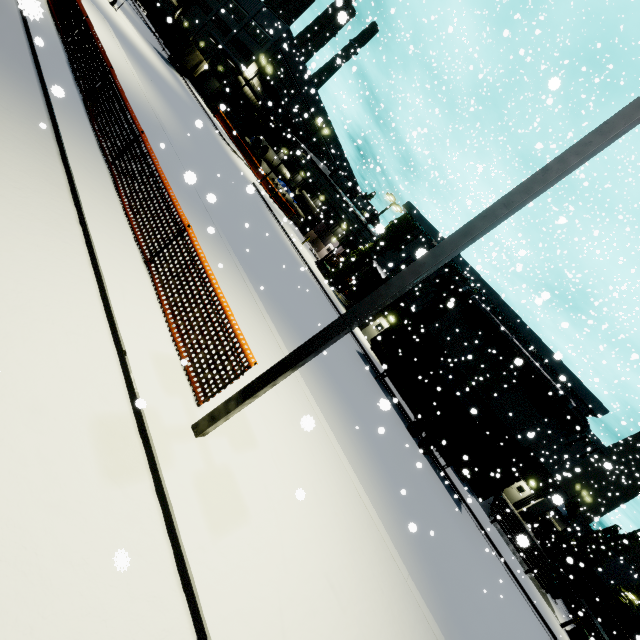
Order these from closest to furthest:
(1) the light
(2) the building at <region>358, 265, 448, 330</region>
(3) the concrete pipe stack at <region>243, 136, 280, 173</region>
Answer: (1) the light < (2) the building at <region>358, 265, 448, 330</region> < (3) the concrete pipe stack at <region>243, 136, 280, 173</region>

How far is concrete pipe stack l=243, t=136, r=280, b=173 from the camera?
42.3 meters

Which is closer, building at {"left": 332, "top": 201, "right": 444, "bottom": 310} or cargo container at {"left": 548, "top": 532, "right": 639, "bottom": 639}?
cargo container at {"left": 548, "top": 532, "right": 639, "bottom": 639}

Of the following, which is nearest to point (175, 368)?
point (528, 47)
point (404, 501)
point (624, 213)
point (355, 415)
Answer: point (355, 415)

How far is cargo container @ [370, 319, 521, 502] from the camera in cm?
1734

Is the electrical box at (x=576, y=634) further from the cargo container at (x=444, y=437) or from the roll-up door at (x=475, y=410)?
the roll-up door at (x=475, y=410)

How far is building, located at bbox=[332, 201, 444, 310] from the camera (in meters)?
28.17

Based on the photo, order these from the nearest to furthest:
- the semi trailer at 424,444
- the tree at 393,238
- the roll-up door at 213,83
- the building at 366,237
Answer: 1. the semi trailer at 424,444
2. the tree at 393,238
3. the building at 366,237
4. the roll-up door at 213,83
